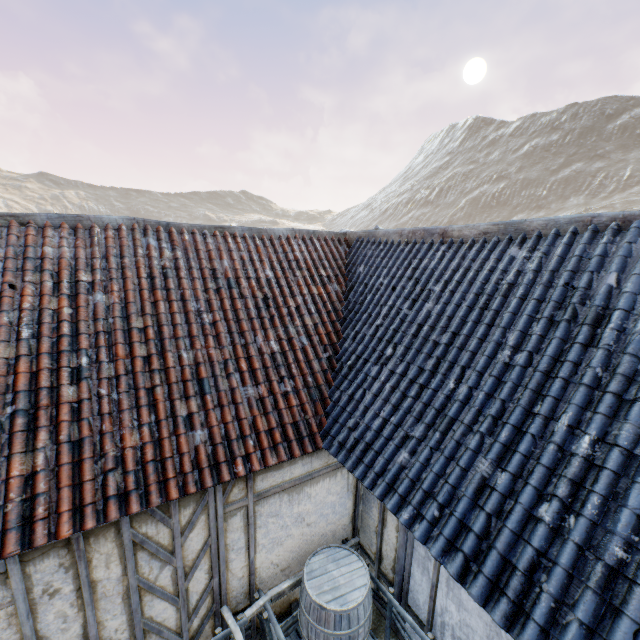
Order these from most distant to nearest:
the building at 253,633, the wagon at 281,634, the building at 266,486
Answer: the building at 253,633
the wagon at 281,634
the building at 266,486

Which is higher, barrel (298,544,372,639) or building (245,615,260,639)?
barrel (298,544,372,639)

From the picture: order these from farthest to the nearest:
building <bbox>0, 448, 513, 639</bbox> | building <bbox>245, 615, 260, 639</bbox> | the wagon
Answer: building <bbox>245, 615, 260, 639</bbox> → the wagon → building <bbox>0, 448, 513, 639</bbox>

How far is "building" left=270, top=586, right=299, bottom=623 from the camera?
4.8 meters

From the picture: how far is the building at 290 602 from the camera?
4.8m

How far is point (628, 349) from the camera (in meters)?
2.79

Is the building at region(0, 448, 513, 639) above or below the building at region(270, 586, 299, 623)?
above

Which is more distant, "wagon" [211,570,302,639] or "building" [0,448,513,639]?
"wagon" [211,570,302,639]
